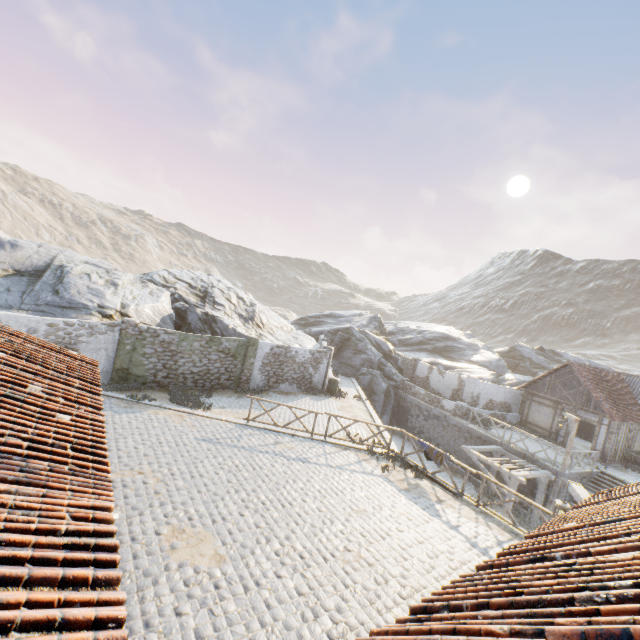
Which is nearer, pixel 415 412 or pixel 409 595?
pixel 409 595

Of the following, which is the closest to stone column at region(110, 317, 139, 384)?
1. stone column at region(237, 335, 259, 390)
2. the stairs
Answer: stone column at region(237, 335, 259, 390)

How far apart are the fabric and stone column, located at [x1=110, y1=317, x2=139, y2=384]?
13.5 meters

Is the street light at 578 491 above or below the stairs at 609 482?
above

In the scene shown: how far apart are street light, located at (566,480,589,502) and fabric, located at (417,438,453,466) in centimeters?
443cm

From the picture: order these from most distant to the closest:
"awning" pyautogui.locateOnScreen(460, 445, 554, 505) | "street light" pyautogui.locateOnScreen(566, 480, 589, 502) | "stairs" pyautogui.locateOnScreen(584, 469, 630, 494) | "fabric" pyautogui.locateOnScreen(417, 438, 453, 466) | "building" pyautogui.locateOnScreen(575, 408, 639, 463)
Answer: "building" pyautogui.locateOnScreen(575, 408, 639, 463), "stairs" pyautogui.locateOnScreen(584, 469, 630, 494), "awning" pyautogui.locateOnScreen(460, 445, 554, 505), "fabric" pyautogui.locateOnScreen(417, 438, 453, 466), "street light" pyautogui.locateOnScreen(566, 480, 589, 502)

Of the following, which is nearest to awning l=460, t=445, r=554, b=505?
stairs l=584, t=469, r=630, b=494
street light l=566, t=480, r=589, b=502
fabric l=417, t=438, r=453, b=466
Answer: stairs l=584, t=469, r=630, b=494

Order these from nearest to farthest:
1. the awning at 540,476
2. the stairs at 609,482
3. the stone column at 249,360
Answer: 1. the awning at 540,476
2. the stairs at 609,482
3. the stone column at 249,360
